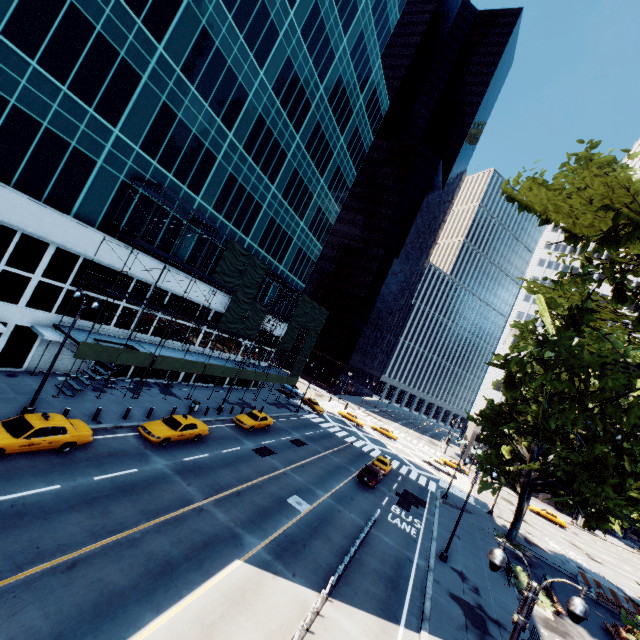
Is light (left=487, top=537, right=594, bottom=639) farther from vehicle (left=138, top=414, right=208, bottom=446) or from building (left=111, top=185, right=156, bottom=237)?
building (left=111, top=185, right=156, bottom=237)

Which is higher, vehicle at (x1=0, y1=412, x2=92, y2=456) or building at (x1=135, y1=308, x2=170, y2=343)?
building at (x1=135, y1=308, x2=170, y2=343)

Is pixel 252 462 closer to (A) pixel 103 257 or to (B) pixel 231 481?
(B) pixel 231 481

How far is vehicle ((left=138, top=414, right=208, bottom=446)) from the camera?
20.64m

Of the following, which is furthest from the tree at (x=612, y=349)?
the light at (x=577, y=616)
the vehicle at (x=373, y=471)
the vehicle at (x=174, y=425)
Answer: the vehicle at (x=174, y=425)

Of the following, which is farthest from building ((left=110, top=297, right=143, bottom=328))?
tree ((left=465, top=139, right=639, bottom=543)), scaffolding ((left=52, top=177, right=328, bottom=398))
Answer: tree ((left=465, top=139, right=639, bottom=543))

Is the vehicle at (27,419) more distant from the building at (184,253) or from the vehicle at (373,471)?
the vehicle at (373,471)

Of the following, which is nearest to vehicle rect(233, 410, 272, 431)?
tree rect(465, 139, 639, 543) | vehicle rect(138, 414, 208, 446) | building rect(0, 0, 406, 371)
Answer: vehicle rect(138, 414, 208, 446)
